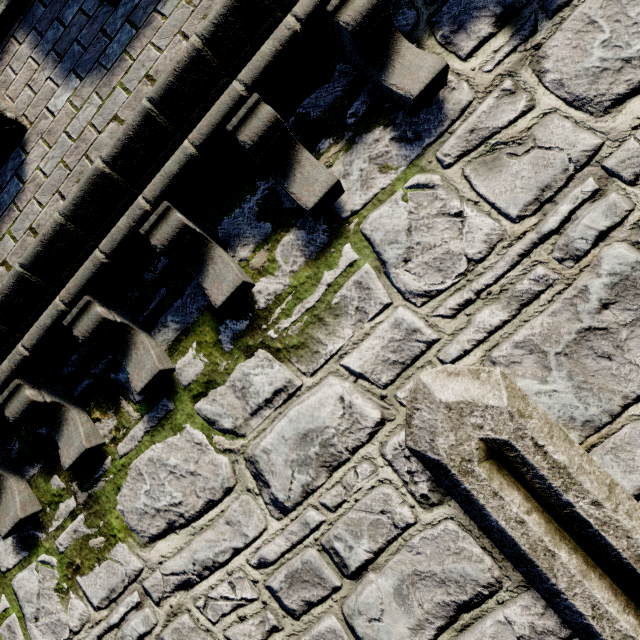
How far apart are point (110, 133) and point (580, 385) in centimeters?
368cm
